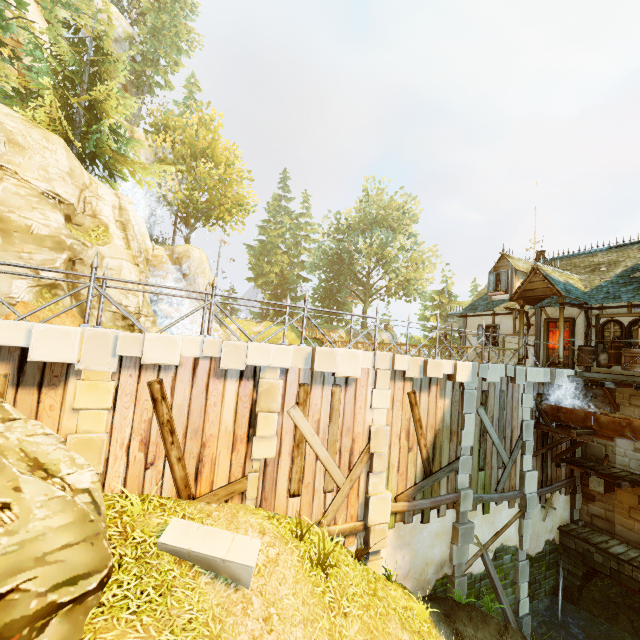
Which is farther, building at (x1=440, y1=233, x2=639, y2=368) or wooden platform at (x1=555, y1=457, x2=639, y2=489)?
building at (x1=440, y1=233, x2=639, y2=368)

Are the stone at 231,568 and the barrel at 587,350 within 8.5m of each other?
no

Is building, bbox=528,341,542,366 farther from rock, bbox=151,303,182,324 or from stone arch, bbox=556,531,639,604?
rock, bbox=151,303,182,324

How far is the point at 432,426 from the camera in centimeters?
978cm

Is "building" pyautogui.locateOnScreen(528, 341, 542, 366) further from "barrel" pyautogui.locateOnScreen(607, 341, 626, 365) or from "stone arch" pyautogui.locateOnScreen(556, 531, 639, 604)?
"stone arch" pyautogui.locateOnScreen(556, 531, 639, 604)

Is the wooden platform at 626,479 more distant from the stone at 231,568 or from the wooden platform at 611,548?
the stone at 231,568

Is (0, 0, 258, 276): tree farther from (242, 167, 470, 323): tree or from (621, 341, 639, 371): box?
(621, 341, 639, 371): box

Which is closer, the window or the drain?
the drain
